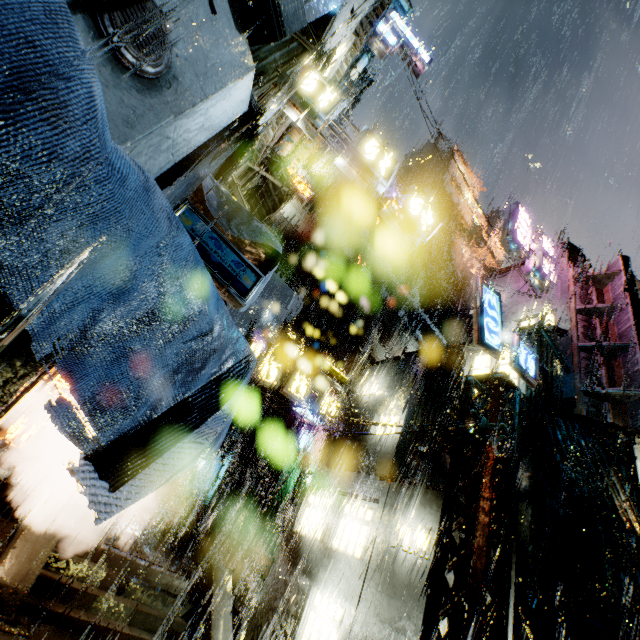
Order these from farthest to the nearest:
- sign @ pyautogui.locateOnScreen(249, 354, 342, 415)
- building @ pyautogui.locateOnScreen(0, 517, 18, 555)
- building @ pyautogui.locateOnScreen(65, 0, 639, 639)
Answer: sign @ pyautogui.locateOnScreen(249, 354, 342, 415) → building @ pyautogui.locateOnScreen(0, 517, 18, 555) → building @ pyautogui.locateOnScreen(65, 0, 639, 639)

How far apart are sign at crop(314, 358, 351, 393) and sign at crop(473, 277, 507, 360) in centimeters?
962cm

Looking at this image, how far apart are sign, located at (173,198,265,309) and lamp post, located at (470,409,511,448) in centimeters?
647cm

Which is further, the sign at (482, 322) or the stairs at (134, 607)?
the sign at (482, 322)

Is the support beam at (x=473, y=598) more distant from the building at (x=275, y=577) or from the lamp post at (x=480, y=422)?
the building at (x=275, y=577)

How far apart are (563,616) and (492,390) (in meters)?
5.47

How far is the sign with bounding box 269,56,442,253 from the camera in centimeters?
755cm

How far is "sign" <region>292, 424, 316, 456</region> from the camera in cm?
2948
